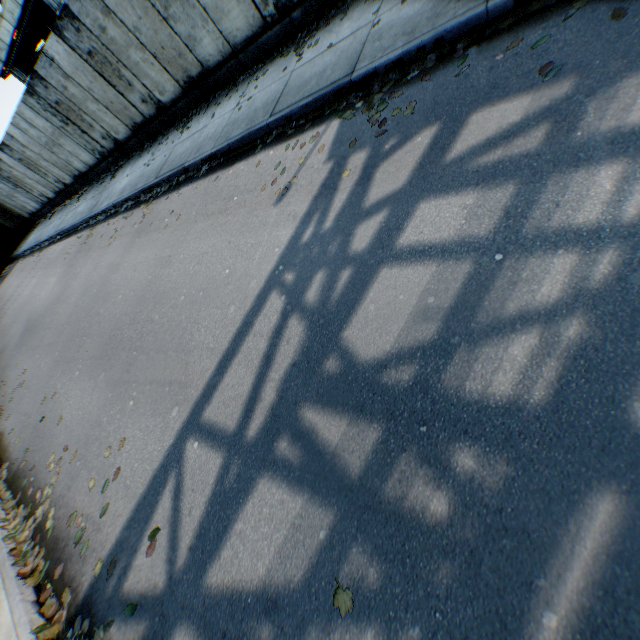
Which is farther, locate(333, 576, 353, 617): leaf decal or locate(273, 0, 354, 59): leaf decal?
locate(273, 0, 354, 59): leaf decal

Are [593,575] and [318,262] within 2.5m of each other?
no

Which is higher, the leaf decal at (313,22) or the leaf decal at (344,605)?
the leaf decal at (313,22)

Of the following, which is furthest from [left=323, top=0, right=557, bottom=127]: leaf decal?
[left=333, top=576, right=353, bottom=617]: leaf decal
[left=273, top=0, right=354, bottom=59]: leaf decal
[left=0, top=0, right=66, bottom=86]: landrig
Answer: [left=0, top=0, right=66, bottom=86]: landrig

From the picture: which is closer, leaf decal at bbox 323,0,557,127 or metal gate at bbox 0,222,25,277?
leaf decal at bbox 323,0,557,127

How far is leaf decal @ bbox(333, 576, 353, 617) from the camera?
1.95m

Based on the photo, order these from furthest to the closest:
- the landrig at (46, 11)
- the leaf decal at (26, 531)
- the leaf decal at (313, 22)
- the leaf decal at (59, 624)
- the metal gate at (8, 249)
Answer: the metal gate at (8, 249) → the landrig at (46, 11) → the leaf decal at (313, 22) → the leaf decal at (26, 531) → the leaf decal at (59, 624)

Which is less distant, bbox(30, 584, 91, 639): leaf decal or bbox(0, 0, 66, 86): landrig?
bbox(30, 584, 91, 639): leaf decal
